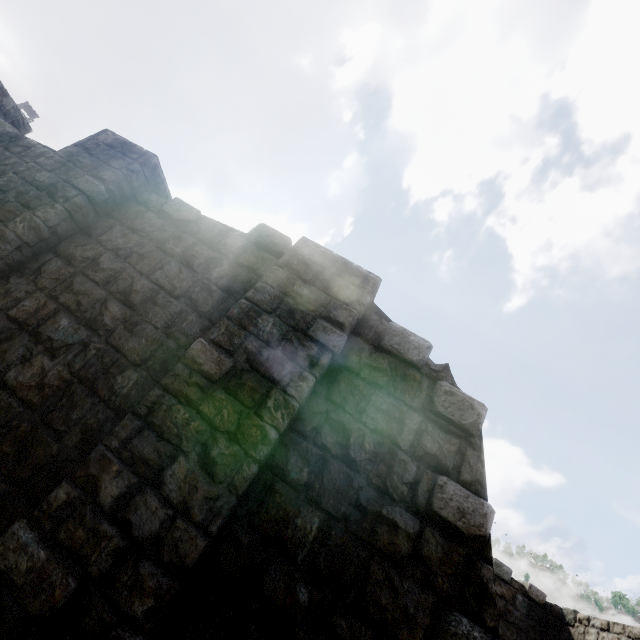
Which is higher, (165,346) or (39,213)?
(39,213)
